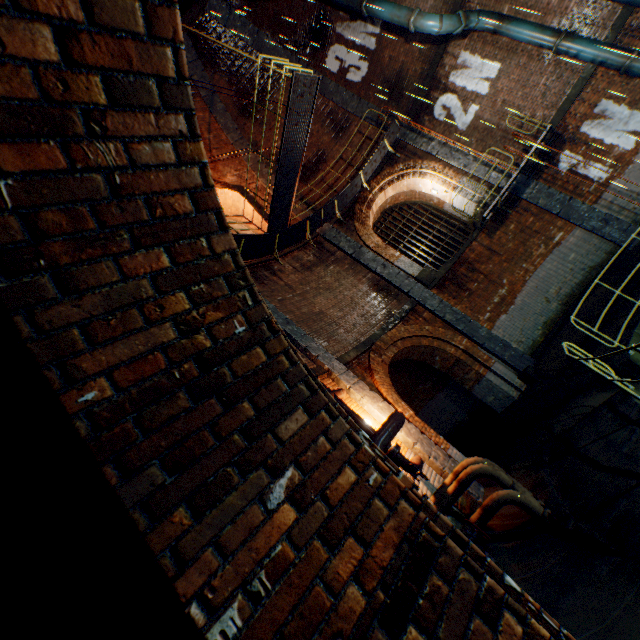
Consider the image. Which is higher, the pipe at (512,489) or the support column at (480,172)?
the support column at (480,172)

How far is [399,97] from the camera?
13.49m

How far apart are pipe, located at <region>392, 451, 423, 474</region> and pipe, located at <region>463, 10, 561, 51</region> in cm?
1256

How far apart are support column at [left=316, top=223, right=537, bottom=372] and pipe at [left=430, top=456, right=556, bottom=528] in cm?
571

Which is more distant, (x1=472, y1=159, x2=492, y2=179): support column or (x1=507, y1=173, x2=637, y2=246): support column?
(x1=472, y1=159, x2=492, y2=179): support column

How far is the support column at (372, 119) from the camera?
13.9m

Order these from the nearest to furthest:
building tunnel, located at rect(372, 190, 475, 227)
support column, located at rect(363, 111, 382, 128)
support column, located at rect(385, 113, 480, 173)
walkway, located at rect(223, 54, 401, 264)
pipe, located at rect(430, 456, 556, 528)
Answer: pipe, located at rect(430, 456, 556, 528) < walkway, located at rect(223, 54, 401, 264) < support column, located at rect(385, 113, 480, 173) < support column, located at rect(363, 111, 382, 128) < building tunnel, located at rect(372, 190, 475, 227)
